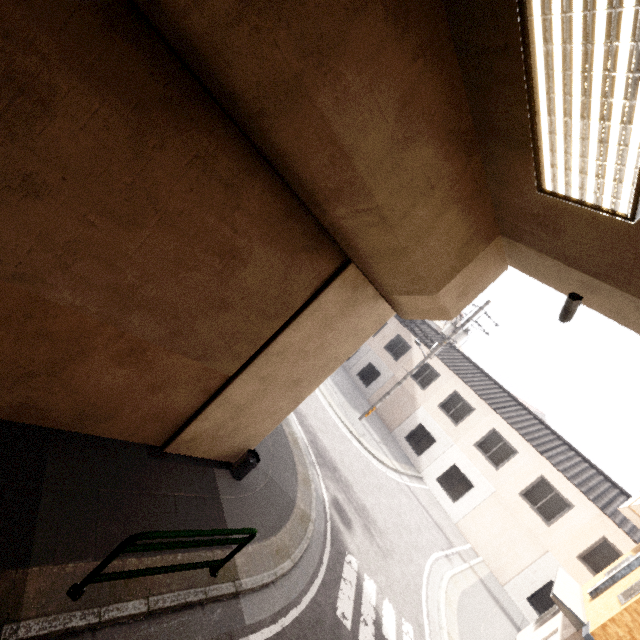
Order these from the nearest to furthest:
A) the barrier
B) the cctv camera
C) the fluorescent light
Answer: the fluorescent light, the barrier, the cctv camera

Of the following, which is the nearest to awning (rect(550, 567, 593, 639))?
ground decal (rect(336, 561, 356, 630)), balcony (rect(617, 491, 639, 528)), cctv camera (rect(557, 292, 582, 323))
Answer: balcony (rect(617, 491, 639, 528))

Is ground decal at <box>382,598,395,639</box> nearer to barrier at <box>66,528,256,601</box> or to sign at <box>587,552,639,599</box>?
barrier at <box>66,528,256,601</box>

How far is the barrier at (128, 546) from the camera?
3.6m

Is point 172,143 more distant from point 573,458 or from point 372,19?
point 573,458

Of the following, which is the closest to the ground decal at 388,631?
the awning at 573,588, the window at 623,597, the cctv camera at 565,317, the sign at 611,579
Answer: the awning at 573,588

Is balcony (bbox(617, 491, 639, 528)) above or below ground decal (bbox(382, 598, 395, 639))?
above

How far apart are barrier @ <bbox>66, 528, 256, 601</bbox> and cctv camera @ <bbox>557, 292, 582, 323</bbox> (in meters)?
5.74
